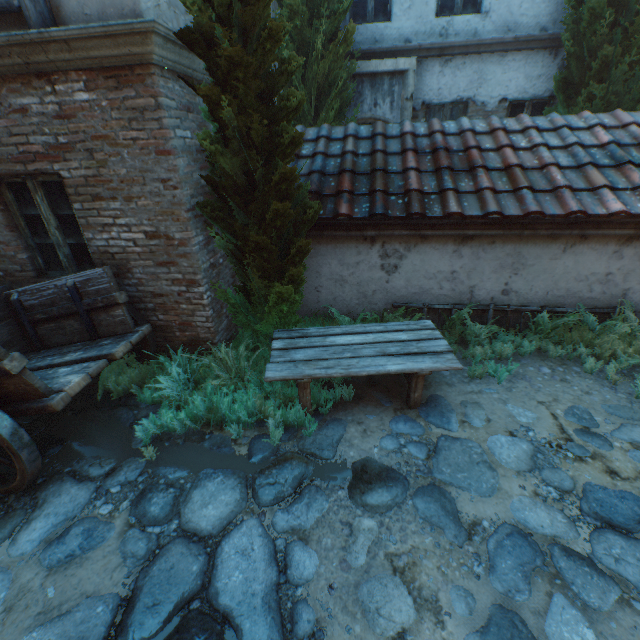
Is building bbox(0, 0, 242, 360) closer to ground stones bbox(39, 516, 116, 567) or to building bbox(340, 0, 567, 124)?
ground stones bbox(39, 516, 116, 567)

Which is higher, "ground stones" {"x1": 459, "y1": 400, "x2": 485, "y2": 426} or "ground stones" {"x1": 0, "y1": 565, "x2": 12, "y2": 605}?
"ground stones" {"x1": 459, "y1": 400, "x2": 485, "y2": 426}

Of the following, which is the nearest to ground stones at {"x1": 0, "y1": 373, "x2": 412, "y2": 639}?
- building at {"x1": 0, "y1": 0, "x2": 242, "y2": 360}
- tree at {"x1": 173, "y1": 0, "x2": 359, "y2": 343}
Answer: building at {"x1": 0, "y1": 0, "x2": 242, "y2": 360}

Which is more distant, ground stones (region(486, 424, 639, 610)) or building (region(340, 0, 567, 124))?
building (region(340, 0, 567, 124))

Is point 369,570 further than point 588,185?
No

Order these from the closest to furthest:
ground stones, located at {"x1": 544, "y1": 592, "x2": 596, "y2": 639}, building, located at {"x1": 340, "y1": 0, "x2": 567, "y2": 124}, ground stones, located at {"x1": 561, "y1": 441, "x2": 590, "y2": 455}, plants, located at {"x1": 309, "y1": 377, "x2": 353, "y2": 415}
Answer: ground stones, located at {"x1": 544, "y1": 592, "x2": 596, "y2": 639} → ground stones, located at {"x1": 561, "y1": 441, "x2": 590, "y2": 455} → plants, located at {"x1": 309, "y1": 377, "x2": 353, "y2": 415} → building, located at {"x1": 340, "y1": 0, "x2": 567, "y2": 124}

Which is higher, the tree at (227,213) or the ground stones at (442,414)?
the tree at (227,213)

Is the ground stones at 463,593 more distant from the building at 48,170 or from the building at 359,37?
the building at 359,37
